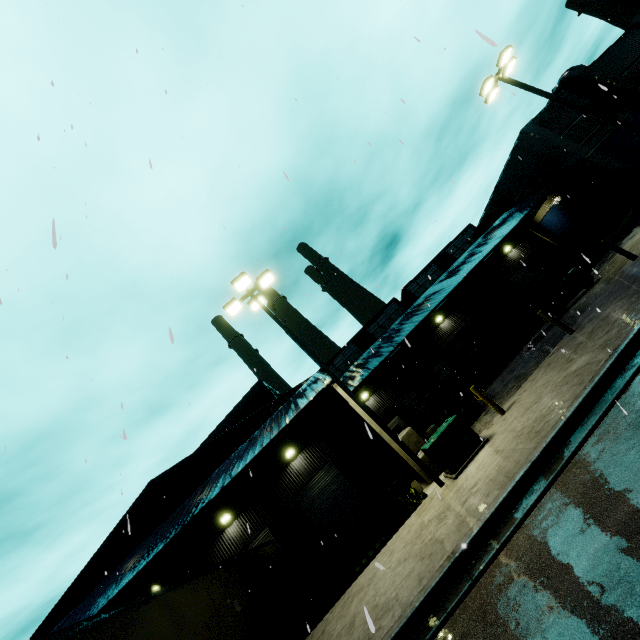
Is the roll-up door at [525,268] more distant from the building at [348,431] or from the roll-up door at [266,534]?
the roll-up door at [266,534]

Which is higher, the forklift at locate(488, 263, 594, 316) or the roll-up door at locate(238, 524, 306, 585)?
the roll-up door at locate(238, 524, 306, 585)

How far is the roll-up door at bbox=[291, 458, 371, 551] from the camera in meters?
17.6 m

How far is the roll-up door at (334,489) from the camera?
17.61m

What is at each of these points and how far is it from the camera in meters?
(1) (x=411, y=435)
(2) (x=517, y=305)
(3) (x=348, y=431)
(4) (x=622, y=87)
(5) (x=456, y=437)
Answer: (1) concrete block, 13.9 m
(2) portable restroom, 21.3 m
(3) building, 19.4 m
(4) vent duct, 24.0 m
(5) electrical box, 9.4 m

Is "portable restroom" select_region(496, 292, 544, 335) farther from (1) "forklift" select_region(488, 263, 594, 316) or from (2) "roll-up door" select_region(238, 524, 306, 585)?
(2) "roll-up door" select_region(238, 524, 306, 585)

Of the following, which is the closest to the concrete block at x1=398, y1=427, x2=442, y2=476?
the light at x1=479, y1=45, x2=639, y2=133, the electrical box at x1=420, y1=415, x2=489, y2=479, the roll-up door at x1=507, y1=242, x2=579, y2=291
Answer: the electrical box at x1=420, y1=415, x2=489, y2=479

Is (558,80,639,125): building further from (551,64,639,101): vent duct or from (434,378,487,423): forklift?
(434,378,487,423): forklift
